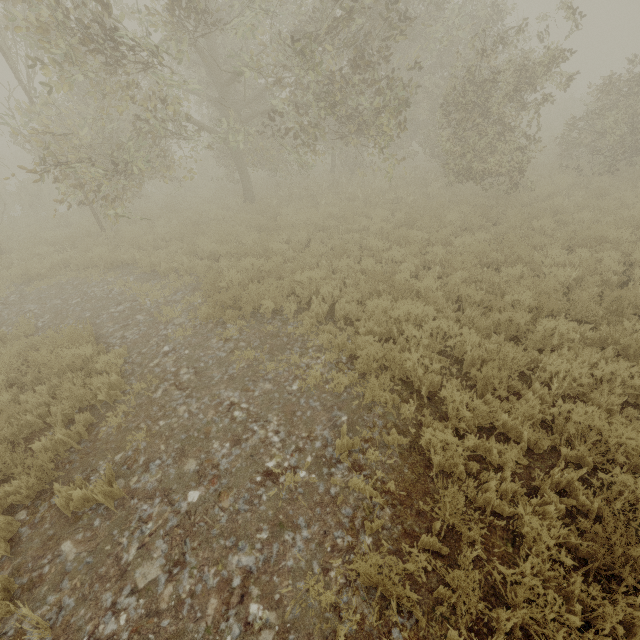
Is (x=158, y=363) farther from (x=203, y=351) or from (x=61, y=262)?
(x=61, y=262)
